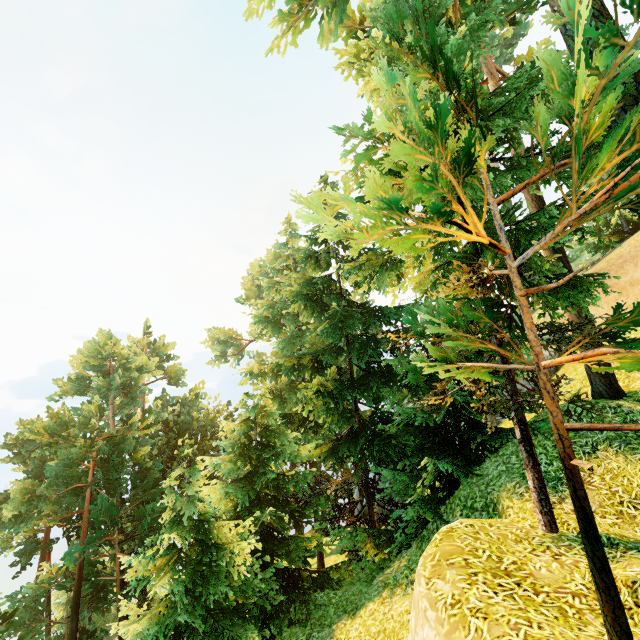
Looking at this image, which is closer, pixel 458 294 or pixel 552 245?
pixel 552 245
